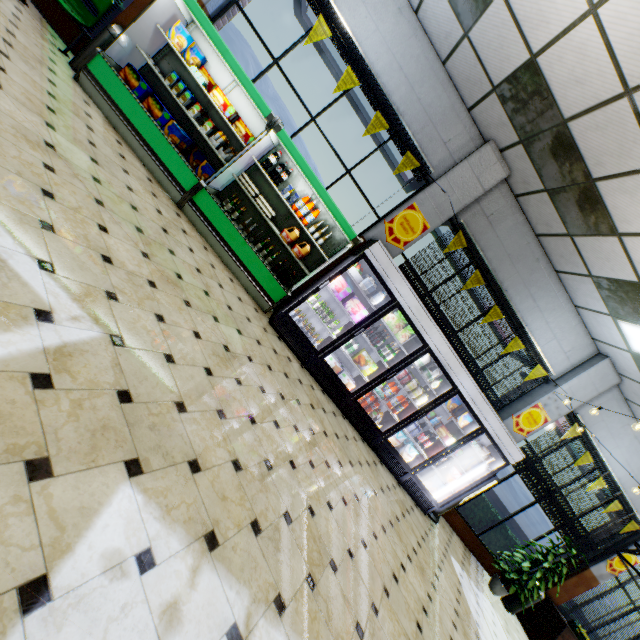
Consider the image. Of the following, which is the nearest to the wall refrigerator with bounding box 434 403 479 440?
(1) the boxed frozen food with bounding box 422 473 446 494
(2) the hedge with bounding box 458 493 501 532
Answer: (1) the boxed frozen food with bounding box 422 473 446 494

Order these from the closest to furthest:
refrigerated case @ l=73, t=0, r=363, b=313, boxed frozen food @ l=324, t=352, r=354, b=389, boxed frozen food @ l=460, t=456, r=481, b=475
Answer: refrigerated case @ l=73, t=0, r=363, b=313
boxed frozen food @ l=324, t=352, r=354, b=389
boxed frozen food @ l=460, t=456, r=481, b=475

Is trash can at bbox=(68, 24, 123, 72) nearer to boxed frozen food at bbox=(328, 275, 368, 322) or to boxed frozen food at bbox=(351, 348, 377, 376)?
boxed frozen food at bbox=(328, 275, 368, 322)

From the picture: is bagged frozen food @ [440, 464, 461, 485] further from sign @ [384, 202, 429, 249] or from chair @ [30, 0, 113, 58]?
chair @ [30, 0, 113, 58]

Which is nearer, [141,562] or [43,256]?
[141,562]

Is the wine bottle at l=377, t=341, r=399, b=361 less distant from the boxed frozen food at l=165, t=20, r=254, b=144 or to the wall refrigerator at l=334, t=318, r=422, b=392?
the wall refrigerator at l=334, t=318, r=422, b=392

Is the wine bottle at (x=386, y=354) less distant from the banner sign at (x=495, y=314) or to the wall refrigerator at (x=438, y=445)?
the wall refrigerator at (x=438, y=445)

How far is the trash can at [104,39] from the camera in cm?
479
